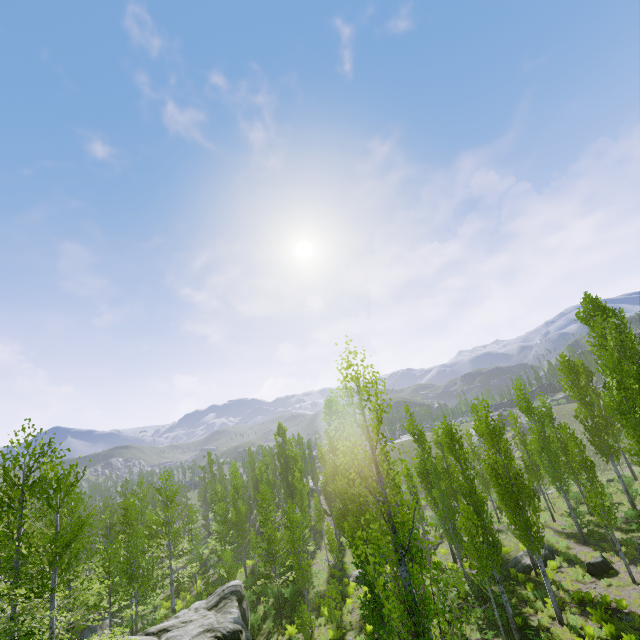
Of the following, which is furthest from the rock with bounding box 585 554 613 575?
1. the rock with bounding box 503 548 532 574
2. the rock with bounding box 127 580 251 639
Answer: the rock with bounding box 127 580 251 639

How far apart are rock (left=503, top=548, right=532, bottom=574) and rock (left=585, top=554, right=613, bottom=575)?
2.8 meters

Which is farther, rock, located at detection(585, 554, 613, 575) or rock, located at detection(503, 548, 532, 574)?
rock, located at detection(503, 548, 532, 574)

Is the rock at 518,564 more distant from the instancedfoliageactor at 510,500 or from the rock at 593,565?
the rock at 593,565

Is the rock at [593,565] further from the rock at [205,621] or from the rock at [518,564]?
the rock at [205,621]

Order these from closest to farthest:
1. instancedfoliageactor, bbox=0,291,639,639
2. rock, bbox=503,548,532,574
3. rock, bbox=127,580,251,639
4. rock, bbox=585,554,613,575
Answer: instancedfoliageactor, bbox=0,291,639,639 < rock, bbox=127,580,251,639 < rock, bbox=585,554,613,575 < rock, bbox=503,548,532,574

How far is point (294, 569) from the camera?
21.1m

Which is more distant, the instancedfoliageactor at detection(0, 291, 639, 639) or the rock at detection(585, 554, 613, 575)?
→ the rock at detection(585, 554, 613, 575)
